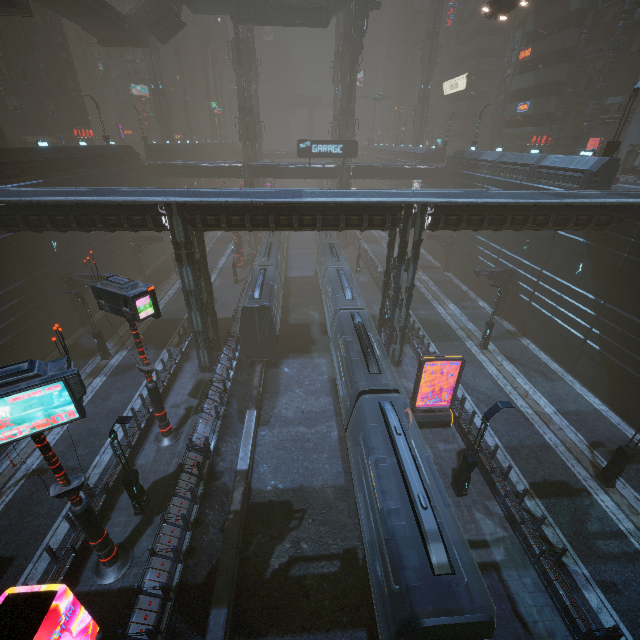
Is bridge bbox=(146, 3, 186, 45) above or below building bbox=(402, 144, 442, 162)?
above

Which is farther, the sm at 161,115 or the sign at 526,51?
the sm at 161,115

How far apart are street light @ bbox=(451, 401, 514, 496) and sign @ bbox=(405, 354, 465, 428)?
3.5 meters

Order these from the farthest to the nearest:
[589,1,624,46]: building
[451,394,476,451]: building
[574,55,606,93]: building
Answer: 1. [574,55,606,93]: building
2. [589,1,624,46]: building
3. [451,394,476,451]: building

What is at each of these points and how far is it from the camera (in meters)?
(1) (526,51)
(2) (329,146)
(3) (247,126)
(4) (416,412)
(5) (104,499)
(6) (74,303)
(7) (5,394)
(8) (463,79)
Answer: (1) sign, 40.47
(2) sign, 40.66
(3) sm, 49.56
(4) sign, 18.92
(5) building, 14.32
(6) building, 27.47
(7) sign, 7.87
(8) sign, 58.16

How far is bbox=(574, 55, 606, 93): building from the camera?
33.8 meters

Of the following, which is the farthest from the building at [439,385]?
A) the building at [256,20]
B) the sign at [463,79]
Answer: the building at [256,20]

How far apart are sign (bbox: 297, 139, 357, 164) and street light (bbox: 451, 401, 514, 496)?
37.4m
